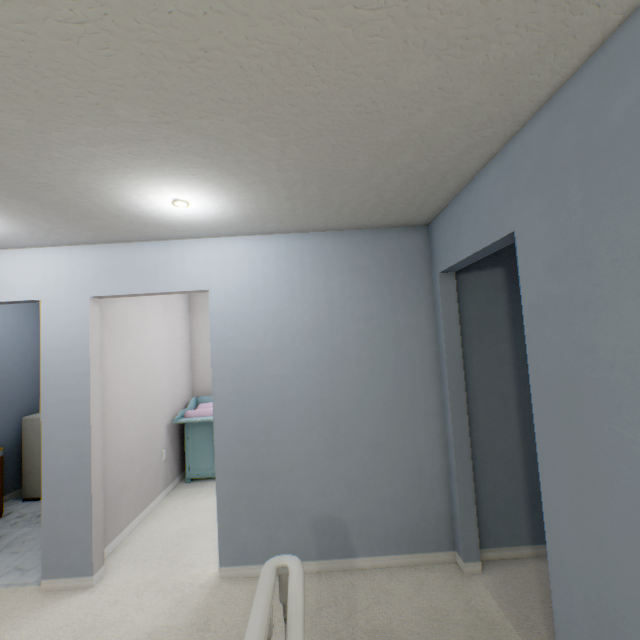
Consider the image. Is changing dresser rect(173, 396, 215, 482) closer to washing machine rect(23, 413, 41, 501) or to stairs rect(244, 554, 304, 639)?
washing machine rect(23, 413, 41, 501)

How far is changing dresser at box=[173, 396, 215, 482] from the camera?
3.9 meters

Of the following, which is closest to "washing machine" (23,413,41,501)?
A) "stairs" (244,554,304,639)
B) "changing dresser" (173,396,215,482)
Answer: "changing dresser" (173,396,215,482)

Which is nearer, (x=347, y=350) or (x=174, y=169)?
(x=174, y=169)

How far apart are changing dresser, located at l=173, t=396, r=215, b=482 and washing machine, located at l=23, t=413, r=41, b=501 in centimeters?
115cm

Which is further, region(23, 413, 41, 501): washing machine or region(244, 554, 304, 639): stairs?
region(23, 413, 41, 501): washing machine

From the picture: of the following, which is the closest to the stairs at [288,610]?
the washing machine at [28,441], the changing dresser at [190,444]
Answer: the changing dresser at [190,444]
